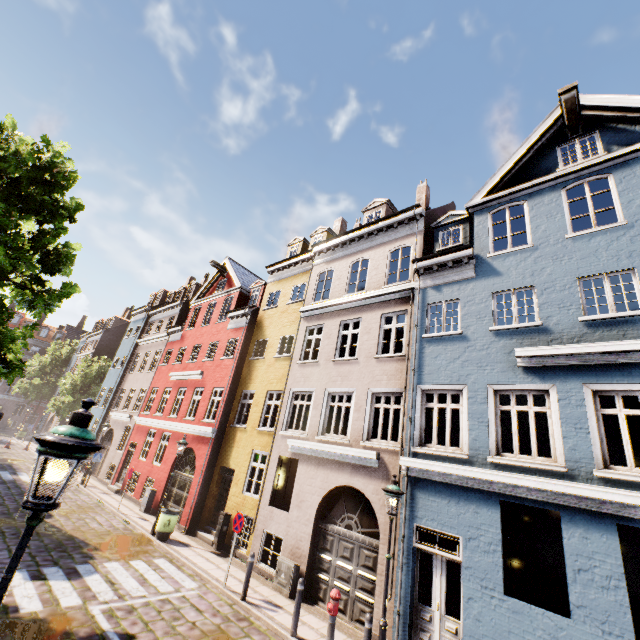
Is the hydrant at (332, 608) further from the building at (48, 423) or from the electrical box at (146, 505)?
the electrical box at (146, 505)

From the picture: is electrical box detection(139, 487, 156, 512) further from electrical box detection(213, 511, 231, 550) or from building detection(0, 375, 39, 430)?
Result: electrical box detection(213, 511, 231, 550)

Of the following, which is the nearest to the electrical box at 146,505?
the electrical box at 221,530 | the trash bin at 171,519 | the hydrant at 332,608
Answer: the trash bin at 171,519

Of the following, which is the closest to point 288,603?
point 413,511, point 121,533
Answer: point 413,511

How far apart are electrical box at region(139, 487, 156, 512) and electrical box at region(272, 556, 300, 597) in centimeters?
945cm

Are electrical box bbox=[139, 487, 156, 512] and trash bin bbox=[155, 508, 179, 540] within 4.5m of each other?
yes

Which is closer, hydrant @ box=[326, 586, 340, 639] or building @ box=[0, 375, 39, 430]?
hydrant @ box=[326, 586, 340, 639]

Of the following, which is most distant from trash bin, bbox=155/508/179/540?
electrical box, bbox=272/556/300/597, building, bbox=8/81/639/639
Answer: electrical box, bbox=272/556/300/597
